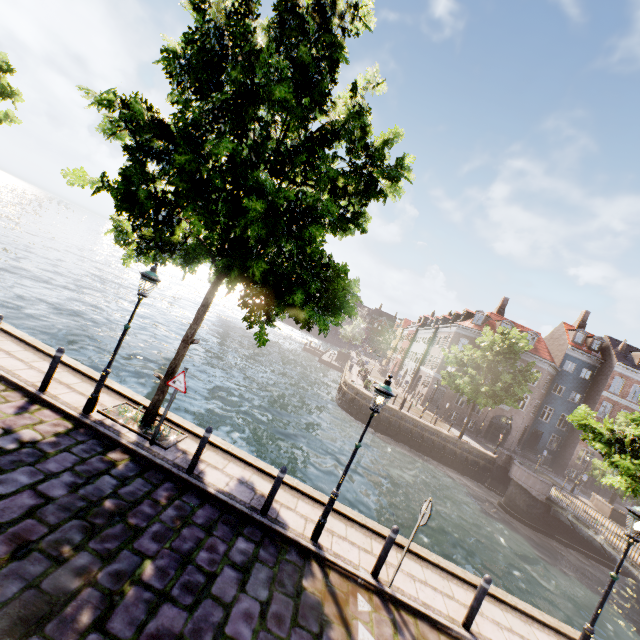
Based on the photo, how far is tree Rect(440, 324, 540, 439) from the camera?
25.7m

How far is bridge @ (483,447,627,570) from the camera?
17.52m

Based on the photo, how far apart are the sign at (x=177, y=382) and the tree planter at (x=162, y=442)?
1.4 meters

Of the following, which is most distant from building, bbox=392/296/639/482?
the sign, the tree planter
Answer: the sign

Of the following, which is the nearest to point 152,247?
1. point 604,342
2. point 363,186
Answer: point 363,186

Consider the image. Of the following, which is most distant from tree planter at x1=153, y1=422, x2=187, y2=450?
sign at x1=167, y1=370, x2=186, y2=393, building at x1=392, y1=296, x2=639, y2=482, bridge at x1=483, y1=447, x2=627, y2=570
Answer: building at x1=392, y1=296, x2=639, y2=482

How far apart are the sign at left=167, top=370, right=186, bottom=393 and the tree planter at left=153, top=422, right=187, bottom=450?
1.39m

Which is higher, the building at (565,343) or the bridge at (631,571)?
the building at (565,343)
